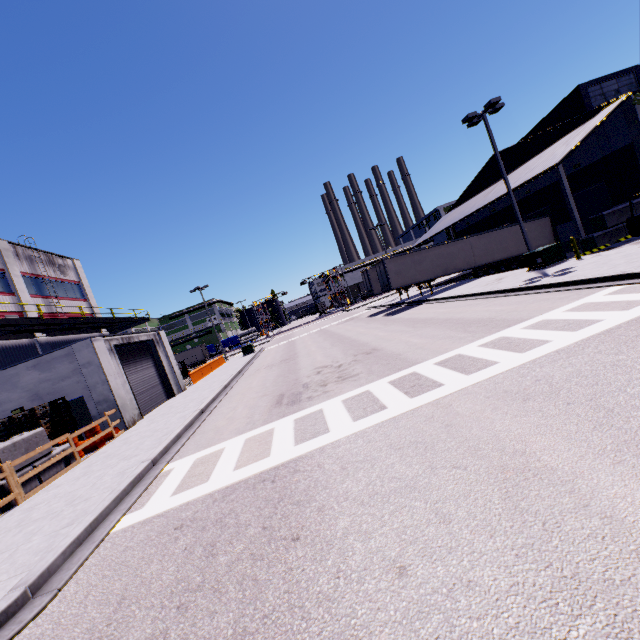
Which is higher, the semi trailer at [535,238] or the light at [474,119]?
the light at [474,119]

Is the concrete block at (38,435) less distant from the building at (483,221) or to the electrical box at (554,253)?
the building at (483,221)

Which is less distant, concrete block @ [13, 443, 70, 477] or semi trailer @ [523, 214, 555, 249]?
concrete block @ [13, 443, 70, 477]

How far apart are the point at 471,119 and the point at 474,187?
18.8m

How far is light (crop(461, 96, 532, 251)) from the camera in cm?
1836

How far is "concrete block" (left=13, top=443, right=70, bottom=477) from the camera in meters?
10.2

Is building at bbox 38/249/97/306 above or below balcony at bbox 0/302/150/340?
above

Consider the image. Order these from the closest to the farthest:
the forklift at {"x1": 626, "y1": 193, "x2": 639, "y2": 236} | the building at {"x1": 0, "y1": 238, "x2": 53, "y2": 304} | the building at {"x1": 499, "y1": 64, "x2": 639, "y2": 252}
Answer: the forklift at {"x1": 626, "y1": 193, "x2": 639, "y2": 236}, the building at {"x1": 499, "y1": 64, "x2": 639, "y2": 252}, the building at {"x1": 0, "y1": 238, "x2": 53, "y2": 304}
